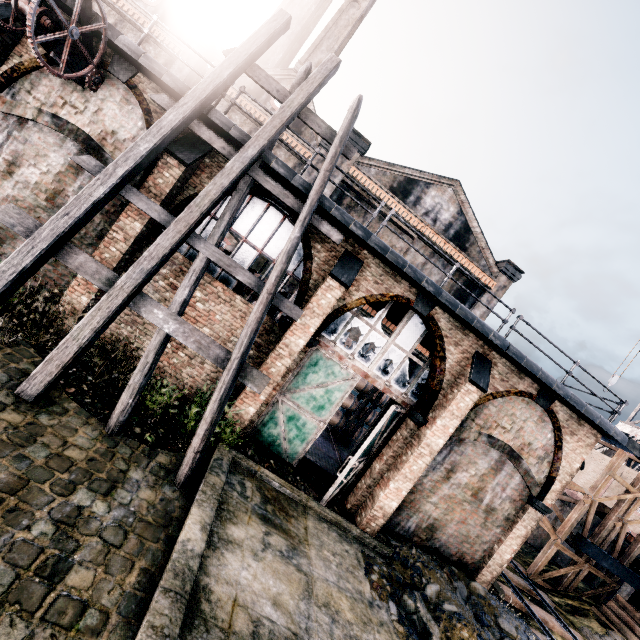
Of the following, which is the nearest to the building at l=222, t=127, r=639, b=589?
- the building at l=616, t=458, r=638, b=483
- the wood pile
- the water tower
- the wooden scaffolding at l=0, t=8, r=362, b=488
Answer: the wooden scaffolding at l=0, t=8, r=362, b=488

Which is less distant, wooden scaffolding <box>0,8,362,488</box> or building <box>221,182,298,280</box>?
wooden scaffolding <box>0,8,362,488</box>

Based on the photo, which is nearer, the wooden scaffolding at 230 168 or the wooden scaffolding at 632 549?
the wooden scaffolding at 230 168

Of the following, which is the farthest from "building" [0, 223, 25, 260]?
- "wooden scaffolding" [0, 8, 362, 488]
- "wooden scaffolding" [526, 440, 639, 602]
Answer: "wooden scaffolding" [526, 440, 639, 602]

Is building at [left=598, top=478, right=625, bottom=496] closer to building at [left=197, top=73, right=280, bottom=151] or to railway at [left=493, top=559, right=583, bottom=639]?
railway at [left=493, top=559, right=583, bottom=639]

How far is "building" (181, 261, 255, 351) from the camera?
10.7m

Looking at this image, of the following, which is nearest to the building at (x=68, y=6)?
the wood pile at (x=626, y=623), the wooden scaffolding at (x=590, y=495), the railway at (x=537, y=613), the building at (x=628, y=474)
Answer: the railway at (x=537, y=613)

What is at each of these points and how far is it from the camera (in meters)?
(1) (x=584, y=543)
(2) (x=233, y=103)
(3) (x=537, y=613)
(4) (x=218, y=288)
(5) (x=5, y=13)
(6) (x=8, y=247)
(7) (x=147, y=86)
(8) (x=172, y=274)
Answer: (1) building structure, 17.70
(2) building, 10.02
(3) railway, 13.94
(4) building, 10.75
(5) building, 8.77
(6) building, 10.02
(7) building, 9.80
(8) building, 10.56
